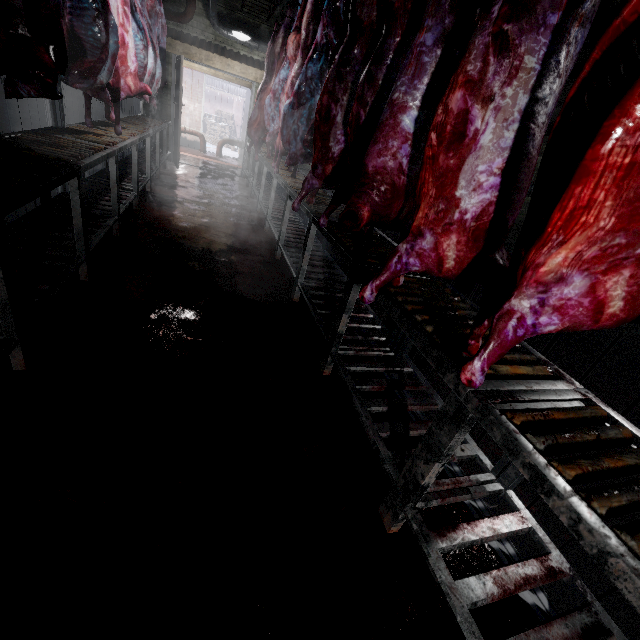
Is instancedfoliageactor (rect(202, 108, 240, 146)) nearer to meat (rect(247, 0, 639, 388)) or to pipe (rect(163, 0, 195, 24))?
pipe (rect(163, 0, 195, 24))

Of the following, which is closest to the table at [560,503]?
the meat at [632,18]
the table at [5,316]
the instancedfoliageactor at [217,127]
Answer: the meat at [632,18]

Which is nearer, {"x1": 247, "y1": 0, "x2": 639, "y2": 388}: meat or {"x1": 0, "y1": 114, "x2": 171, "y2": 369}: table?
{"x1": 247, "y1": 0, "x2": 639, "y2": 388}: meat

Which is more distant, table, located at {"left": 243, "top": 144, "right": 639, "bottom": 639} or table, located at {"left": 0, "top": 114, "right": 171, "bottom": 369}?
table, located at {"left": 0, "top": 114, "right": 171, "bottom": 369}

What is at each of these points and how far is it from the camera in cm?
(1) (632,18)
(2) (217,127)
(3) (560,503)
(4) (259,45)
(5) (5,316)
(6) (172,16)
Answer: (1) meat, 69
(2) instancedfoliageactor, 1464
(3) table, 75
(4) pipe, 631
(5) table, 143
(6) pipe, 584

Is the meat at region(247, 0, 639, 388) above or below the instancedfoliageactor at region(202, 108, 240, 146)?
above

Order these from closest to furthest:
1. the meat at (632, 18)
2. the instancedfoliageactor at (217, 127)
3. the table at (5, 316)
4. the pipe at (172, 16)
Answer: the meat at (632, 18), the table at (5, 316), the pipe at (172, 16), the instancedfoliageactor at (217, 127)

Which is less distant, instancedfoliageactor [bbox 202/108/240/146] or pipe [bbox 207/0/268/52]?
pipe [bbox 207/0/268/52]
